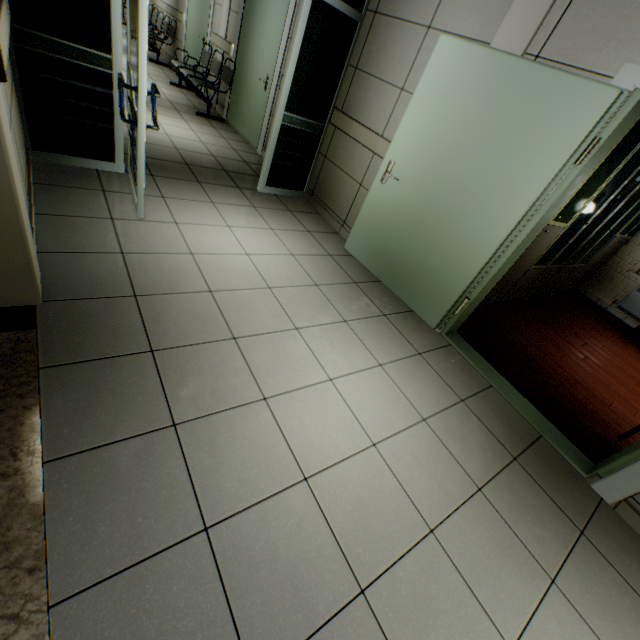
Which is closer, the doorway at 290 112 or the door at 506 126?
the door at 506 126

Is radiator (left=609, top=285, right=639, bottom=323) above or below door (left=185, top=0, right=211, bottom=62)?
below

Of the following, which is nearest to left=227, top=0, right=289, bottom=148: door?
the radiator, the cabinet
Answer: the cabinet

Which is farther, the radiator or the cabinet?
the radiator

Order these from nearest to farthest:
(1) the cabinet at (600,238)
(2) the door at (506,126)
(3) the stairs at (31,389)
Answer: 1. (3) the stairs at (31,389)
2. (2) the door at (506,126)
3. (1) the cabinet at (600,238)

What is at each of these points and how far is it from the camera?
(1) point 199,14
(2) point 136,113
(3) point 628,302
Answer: (1) door, 6.8 meters
(2) doorway, 2.4 meters
(3) radiator, 5.6 meters

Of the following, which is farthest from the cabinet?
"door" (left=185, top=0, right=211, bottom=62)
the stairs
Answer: "door" (left=185, top=0, right=211, bottom=62)

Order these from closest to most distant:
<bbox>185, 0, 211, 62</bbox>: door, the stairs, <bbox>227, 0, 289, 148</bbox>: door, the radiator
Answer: the stairs, <bbox>227, 0, 289, 148</bbox>: door, the radiator, <bbox>185, 0, 211, 62</bbox>: door
